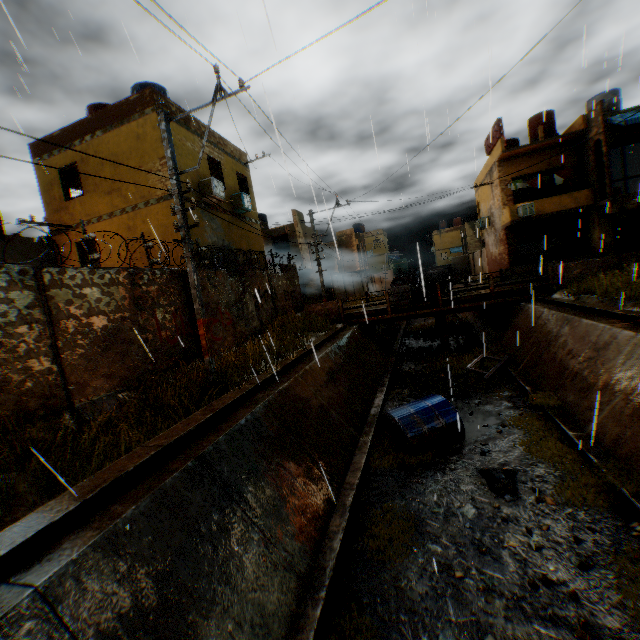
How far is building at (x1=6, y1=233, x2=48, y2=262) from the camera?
12.9 meters

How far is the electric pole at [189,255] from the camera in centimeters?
775cm

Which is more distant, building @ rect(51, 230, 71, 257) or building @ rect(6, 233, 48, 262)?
building @ rect(51, 230, 71, 257)

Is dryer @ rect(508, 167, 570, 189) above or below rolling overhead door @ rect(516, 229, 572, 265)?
above

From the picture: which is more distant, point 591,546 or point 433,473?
point 433,473

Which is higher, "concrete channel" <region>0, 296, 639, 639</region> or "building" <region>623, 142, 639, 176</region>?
"building" <region>623, 142, 639, 176</region>

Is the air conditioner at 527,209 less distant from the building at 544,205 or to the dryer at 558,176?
the building at 544,205

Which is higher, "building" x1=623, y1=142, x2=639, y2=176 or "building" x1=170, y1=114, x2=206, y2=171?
"building" x1=170, y1=114, x2=206, y2=171
